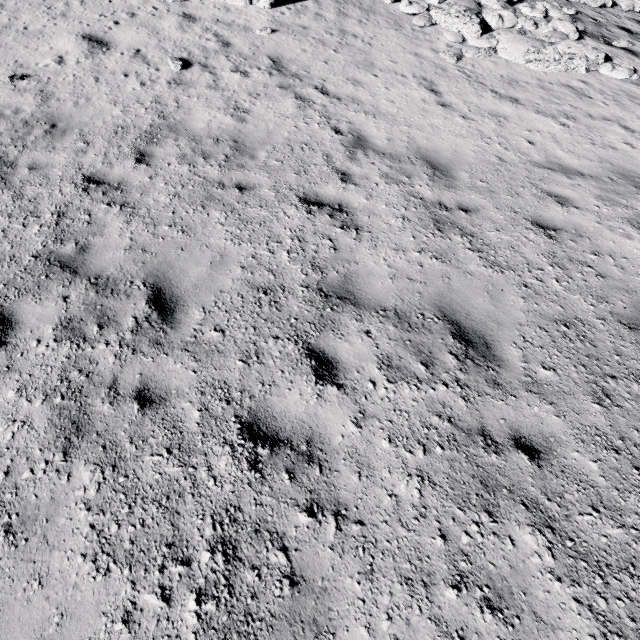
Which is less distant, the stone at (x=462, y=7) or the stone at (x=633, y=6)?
the stone at (x=462, y=7)

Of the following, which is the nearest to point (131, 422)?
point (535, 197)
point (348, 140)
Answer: point (348, 140)

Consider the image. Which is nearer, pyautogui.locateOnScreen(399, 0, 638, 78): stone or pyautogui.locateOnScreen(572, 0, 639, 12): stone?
pyautogui.locateOnScreen(399, 0, 638, 78): stone
